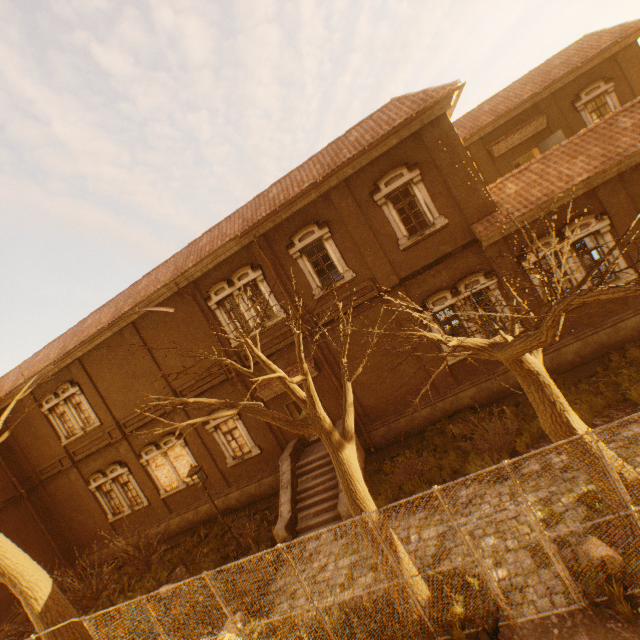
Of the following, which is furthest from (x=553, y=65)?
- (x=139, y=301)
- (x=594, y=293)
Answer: (x=139, y=301)

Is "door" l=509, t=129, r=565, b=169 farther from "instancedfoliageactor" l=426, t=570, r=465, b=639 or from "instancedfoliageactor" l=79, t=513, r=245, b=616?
"instancedfoliageactor" l=79, t=513, r=245, b=616

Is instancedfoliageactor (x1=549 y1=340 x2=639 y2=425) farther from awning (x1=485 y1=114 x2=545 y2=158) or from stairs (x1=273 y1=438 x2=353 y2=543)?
awning (x1=485 y1=114 x2=545 y2=158)

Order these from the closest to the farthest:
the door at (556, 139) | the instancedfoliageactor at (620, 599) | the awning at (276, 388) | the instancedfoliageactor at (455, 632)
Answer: the instancedfoliageactor at (620, 599) < the instancedfoliageactor at (455, 632) < the awning at (276, 388) < the door at (556, 139)

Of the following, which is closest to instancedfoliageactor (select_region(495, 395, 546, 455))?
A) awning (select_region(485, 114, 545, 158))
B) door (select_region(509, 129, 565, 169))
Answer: door (select_region(509, 129, 565, 169))

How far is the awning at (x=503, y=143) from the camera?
17.7 meters

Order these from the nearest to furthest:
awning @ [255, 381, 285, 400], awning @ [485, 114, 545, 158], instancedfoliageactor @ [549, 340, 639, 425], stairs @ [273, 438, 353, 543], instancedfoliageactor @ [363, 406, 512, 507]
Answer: instancedfoliageactor @ [549, 340, 639, 425] < instancedfoliageactor @ [363, 406, 512, 507] < stairs @ [273, 438, 353, 543] < awning @ [255, 381, 285, 400] < awning @ [485, 114, 545, 158]

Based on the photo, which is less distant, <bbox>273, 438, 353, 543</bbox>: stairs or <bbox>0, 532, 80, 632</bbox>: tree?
<bbox>0, 532, 80, 632</bbox>: tree
